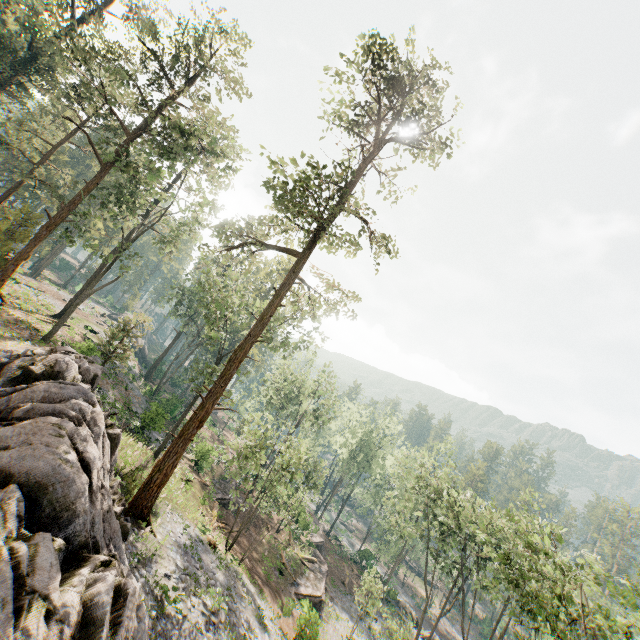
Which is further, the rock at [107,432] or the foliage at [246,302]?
the foliage at [246,302]

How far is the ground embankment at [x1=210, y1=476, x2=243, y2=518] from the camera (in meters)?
31.50

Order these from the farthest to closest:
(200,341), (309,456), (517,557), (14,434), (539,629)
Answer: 1. (309,456)
2. (200,341)
3. (517,557)
4. (539,629)
5. (14,434)

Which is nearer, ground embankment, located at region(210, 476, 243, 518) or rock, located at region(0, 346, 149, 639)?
rock, located at region(0, 346, 149, 639)

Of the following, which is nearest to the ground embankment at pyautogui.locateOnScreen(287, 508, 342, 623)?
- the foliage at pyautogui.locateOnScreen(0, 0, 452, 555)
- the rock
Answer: the foliage at pyautogui.locateOnScreen(0, 0, 452, 555)

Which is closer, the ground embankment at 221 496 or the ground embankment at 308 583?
the ground embankment at 308 583

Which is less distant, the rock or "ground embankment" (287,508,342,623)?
the rock

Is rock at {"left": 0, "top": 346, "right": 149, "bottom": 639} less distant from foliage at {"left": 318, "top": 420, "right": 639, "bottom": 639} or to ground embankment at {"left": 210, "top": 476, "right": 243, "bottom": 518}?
Result: foliage at {"left": 318, "top": 420, "right": 639, "bottom": 639}
